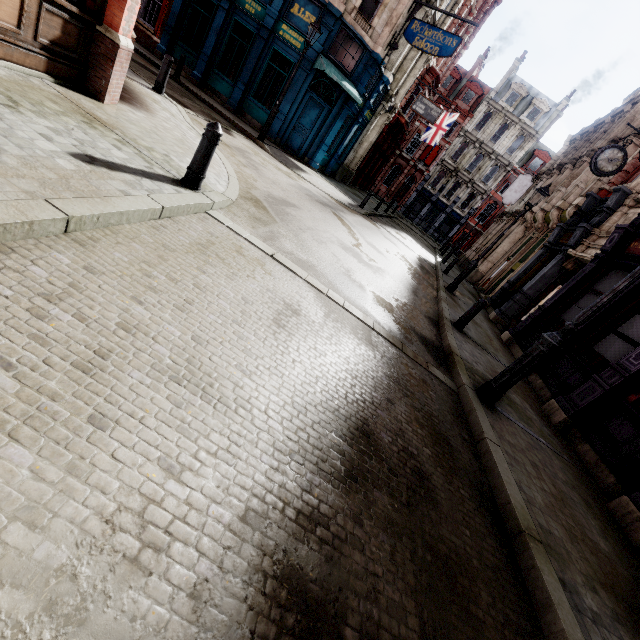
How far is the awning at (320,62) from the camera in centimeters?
1420cm

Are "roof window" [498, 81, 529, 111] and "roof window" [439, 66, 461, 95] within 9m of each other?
yes

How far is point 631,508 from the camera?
4.64m

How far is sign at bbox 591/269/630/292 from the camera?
8.83m

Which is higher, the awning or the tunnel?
the awning

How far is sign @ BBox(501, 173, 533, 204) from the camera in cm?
2436

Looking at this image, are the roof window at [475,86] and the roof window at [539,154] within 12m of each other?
yes

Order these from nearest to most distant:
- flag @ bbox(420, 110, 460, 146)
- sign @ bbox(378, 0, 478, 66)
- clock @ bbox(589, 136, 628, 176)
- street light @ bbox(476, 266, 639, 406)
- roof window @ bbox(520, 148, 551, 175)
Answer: street light @ bbox(476, 266, 639, 406) → clock @ bbox(589, 136, 628, 176) → sign @ bbox(378, 0, 478, 66) → flag @ bbox(420, 110, 460, 146) → roof window @ bbox(520, 148, 551, 175)
